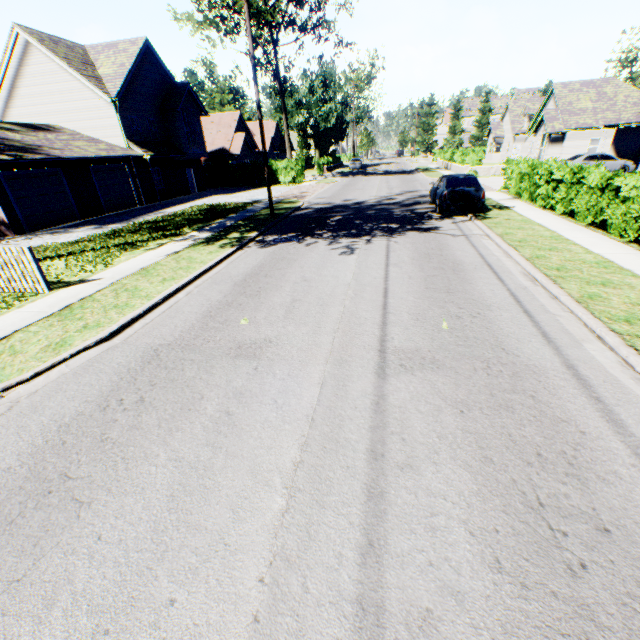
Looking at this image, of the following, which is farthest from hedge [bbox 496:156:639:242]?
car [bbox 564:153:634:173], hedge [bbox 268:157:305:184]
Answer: hedge [bbox 268:157:305:184]

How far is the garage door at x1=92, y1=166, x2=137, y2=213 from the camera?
21.4 meters

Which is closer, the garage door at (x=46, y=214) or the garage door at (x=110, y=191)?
the garage door at (x=46, y=214)

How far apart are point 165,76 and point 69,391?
32.4 meters

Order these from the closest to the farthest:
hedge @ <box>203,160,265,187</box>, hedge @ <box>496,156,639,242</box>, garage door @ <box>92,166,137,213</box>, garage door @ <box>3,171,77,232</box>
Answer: hedge @ <box>496,156,639,242</box>
garage door @ <box>3,171,77,232</box>
garage door @ <box>92,166,137,213</box>
hedge @ <box>203,160,265,187</box>

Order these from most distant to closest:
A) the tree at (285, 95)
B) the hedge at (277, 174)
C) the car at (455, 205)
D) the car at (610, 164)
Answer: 1. the hedge at (277, 174)
2. the tree at (285, 95)
3. the car at (610, 164)
4. the car at (455, 205)

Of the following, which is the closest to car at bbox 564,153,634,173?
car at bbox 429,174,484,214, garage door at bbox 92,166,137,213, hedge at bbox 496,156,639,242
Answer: hedge at bbox 496,156,639,242

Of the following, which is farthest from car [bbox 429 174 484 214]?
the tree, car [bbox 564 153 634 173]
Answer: car [bbox 564 153 634 173]
